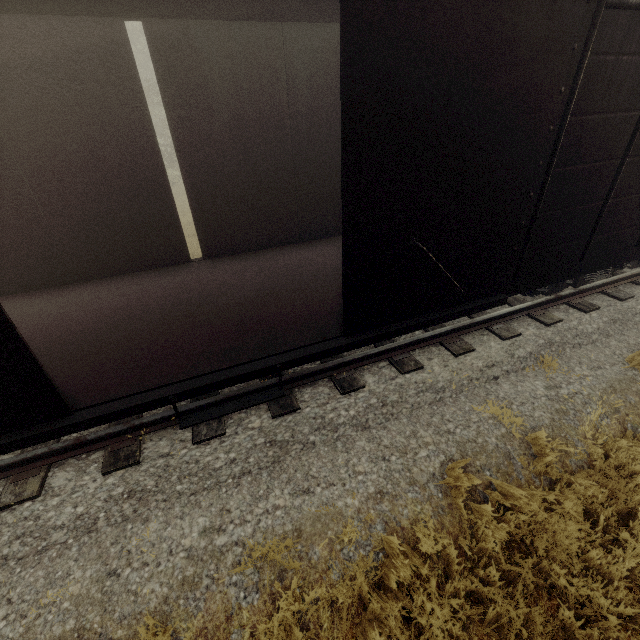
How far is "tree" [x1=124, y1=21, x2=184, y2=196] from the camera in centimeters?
1745cm

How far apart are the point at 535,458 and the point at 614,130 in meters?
4.1

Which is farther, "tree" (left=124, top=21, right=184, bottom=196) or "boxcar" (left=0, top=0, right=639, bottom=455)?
"tree" (left=124, top=21, right=184, bottom=196)

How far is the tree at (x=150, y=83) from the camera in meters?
17.5

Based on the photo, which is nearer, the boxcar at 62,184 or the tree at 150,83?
the boxcar at 62,184
